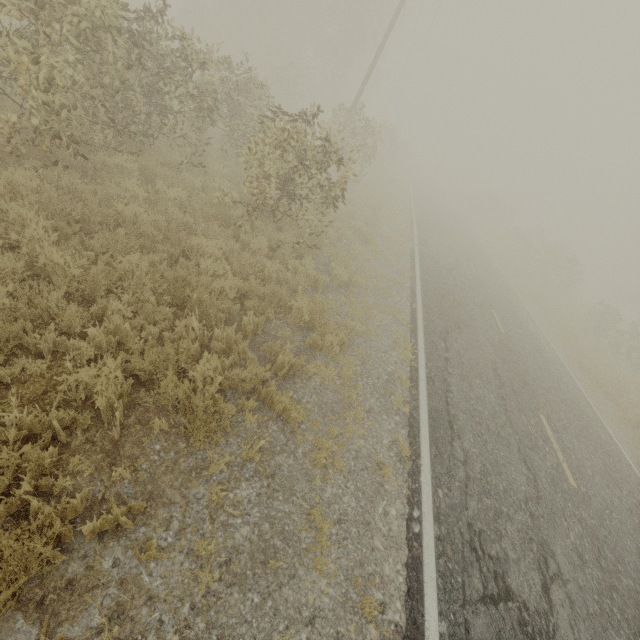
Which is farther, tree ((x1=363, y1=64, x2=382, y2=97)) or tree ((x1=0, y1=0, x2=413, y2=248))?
tree ((x1=363, y1=64, x2=382, y2=97))

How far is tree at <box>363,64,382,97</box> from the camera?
41.9m

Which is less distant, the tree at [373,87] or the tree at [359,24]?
the tree at [359,24]

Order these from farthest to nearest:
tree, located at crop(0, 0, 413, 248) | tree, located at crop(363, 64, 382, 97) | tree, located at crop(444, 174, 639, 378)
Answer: tree, located at crop(363, 64, 382, 97) < tree, located at crop(444, 174, 639, 378) < tree, located at crop(0, 0, 413, 248)

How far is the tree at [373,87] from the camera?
41.91m

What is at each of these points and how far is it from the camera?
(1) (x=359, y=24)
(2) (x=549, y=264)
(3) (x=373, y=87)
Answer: (1) tree, 25.7m
(2) tree, 27.2m
(3) tree, 43.7m
